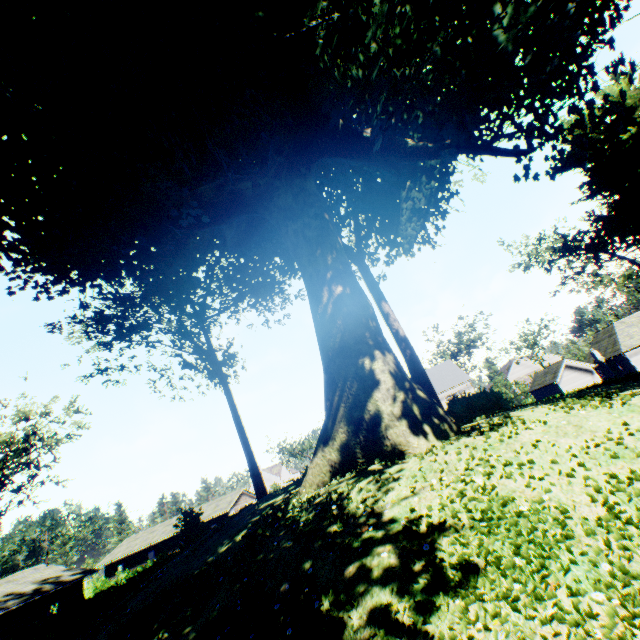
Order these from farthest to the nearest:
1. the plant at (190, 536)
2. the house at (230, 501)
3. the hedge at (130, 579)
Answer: the house at (230, 501) → the hedge at (130, 579) → the plant at (190, 536)

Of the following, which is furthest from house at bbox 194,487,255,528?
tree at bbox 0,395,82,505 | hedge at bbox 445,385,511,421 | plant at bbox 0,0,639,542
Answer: hedge at bbox 445,385,511,421

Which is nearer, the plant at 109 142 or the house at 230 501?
the plant at 109 142

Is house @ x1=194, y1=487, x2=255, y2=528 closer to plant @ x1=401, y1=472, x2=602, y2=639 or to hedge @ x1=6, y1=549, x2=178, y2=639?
hedge @ x1=6, y1=549, x2=178, y2=639

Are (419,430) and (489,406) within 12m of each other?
yes

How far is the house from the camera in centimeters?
4475cm

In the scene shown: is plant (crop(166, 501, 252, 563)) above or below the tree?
below

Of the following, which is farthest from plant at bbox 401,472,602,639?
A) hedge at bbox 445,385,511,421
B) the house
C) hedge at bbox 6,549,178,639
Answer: the house
